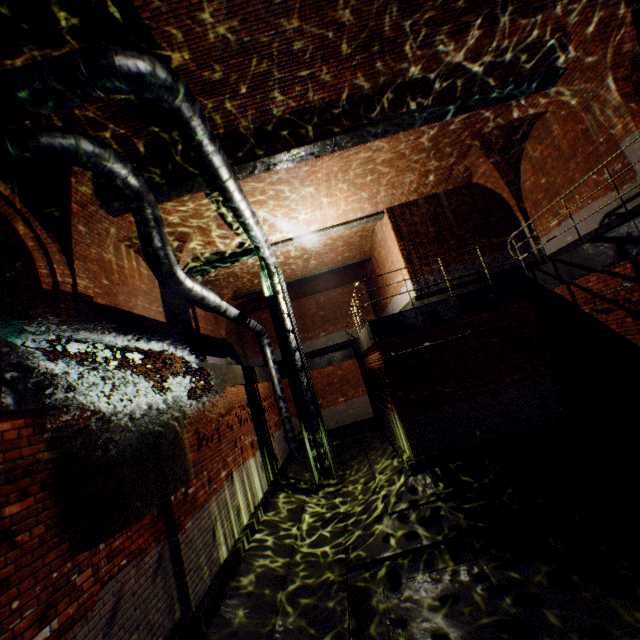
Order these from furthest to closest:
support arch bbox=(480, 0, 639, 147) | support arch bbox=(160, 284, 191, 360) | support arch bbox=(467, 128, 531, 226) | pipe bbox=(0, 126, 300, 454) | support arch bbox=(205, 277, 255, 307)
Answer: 1. support arch bbox=(205, 277, 255, 307)
2. support arch bbox=(160, 284, 191, 360)
3. support arch bbox=(467, 128, 531, 226)
4. support arch bbox=(480, 0, 639, 147)
5. pipe bbox=(0, 126, 300, 454)

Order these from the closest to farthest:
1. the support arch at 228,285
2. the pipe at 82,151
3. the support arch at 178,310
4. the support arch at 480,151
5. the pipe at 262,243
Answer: the pipe at 262,243 → the pipe at 82,151 → the support arch at 480,151 → the support arch at 178,310 → the support arch at 228,285

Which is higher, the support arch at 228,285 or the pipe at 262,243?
the support arch at 228,285

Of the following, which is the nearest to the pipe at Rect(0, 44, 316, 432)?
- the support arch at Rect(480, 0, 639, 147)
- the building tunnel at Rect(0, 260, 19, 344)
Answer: the building tunnel at Rect(0, 260, 19, 344)

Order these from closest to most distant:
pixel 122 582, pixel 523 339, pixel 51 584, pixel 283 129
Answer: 1. pixel 51 584
2. pixel 122 582
3. pixel 283 129
4. pixel 523 339

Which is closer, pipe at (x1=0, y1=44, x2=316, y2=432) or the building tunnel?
pipe at (x1=0, y1=44, x2=316, y2=432)

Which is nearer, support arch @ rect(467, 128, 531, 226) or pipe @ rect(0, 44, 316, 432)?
pipe @ rect(0, 44, 316, 432)

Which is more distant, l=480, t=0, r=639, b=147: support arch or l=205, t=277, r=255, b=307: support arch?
l=205, t=277, r=255, b=307: support arch
